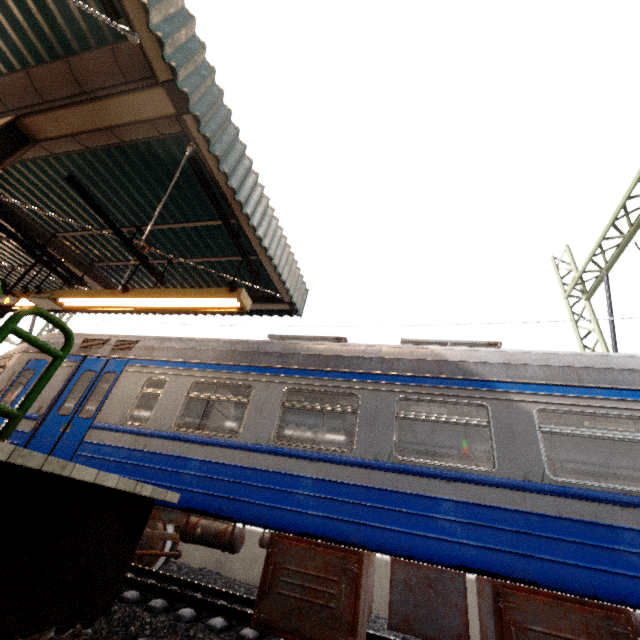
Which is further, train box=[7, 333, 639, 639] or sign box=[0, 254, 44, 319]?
sign box=[0, 254, 44, 319]

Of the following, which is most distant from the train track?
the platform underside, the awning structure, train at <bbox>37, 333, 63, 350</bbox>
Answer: the awning structure

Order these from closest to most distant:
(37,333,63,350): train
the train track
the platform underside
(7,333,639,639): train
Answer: the platform underside → (7,333,639,639): train → the train track → (37,333,63,350): train

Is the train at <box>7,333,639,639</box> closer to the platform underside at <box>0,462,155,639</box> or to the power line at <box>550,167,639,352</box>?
the power line at <box>550,167,639,352</box>

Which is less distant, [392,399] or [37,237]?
[392,399]

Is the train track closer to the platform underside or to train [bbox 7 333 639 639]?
train [bbox 7 333 639 639]

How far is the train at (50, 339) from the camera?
6.9m

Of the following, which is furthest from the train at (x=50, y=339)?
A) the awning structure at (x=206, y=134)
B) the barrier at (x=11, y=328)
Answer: the barrier at (x=11, y=328)
